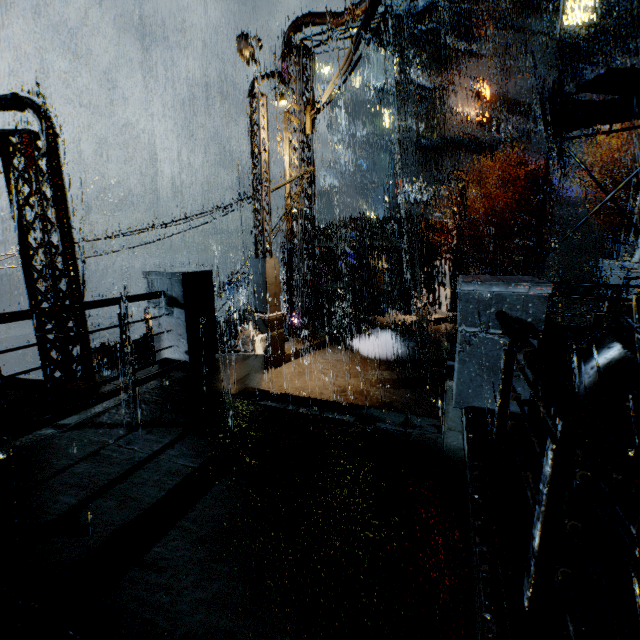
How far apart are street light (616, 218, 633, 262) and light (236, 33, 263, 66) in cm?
2530

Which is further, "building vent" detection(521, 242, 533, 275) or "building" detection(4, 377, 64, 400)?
"building vent" detection(521, 242, 533, 275)

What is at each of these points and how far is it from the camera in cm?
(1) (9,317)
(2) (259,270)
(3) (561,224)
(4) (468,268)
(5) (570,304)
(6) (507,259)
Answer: (1) railing, 340
(2) street light, 936
(3) stairs, 3434
(4) stairs, 4012
(5) stairs, 2705
(6) building vent, 4047

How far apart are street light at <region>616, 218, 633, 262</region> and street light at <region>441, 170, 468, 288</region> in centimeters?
1419cm

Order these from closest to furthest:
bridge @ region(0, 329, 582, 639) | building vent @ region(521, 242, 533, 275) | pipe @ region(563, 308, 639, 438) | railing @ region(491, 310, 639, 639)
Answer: railing @ region(491, 310, 639, 639)
bridge @ region(0, 329, 582, 639)
pipe @ region(563, 308, 639, 438)
building vent @ region(521, 242, 533, 275)

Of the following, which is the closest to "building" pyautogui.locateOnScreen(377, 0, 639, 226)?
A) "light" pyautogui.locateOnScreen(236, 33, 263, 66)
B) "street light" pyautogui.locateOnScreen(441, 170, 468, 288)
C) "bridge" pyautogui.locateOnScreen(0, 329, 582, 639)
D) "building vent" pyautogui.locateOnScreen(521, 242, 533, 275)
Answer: "bridge" pyautogui.locateOnScreen(0, 329, 582, 639)

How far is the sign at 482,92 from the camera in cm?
3953

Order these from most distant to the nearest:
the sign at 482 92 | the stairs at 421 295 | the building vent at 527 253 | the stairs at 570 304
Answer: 1. the sign at 482 92
2. the building vent at 527 253
3. the stairs at 421 295
4. the stairs at 570 304
